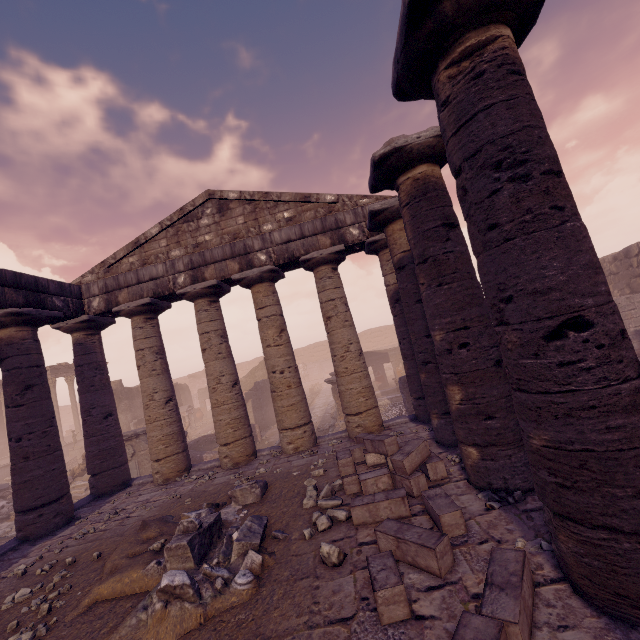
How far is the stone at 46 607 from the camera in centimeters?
445cm

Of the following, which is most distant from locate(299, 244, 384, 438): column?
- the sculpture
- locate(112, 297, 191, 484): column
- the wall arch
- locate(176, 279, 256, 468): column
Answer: the wall arch

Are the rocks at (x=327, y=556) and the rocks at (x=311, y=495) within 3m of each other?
yes

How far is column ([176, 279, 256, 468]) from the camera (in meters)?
9.39

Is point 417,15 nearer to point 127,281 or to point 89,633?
point 89,633

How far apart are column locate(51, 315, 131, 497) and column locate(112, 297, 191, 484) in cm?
61

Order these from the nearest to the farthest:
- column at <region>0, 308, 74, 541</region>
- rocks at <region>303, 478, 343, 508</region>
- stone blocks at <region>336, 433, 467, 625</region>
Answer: stone blocks at <region>336, 433, 467, 625</region> < rocks at <region>303, 478, 343, 508</region> < column at <region>0, 308, 74, 541</region>

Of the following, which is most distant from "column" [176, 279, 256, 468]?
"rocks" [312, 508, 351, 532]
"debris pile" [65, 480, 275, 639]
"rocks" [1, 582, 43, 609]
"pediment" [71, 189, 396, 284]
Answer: "rocks" [312, 508, 351, 532]
